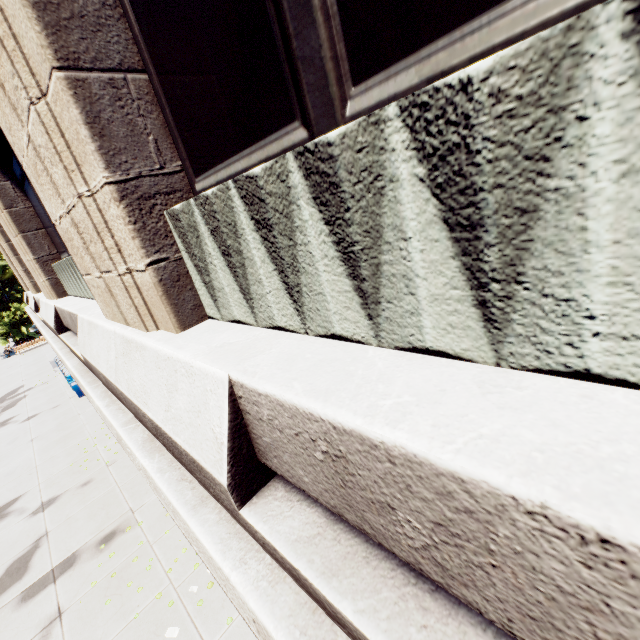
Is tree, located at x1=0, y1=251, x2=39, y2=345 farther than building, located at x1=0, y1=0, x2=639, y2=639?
Yes

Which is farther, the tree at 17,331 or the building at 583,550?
the tree at 17,331

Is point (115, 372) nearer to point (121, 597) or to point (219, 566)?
point (219, 566)
